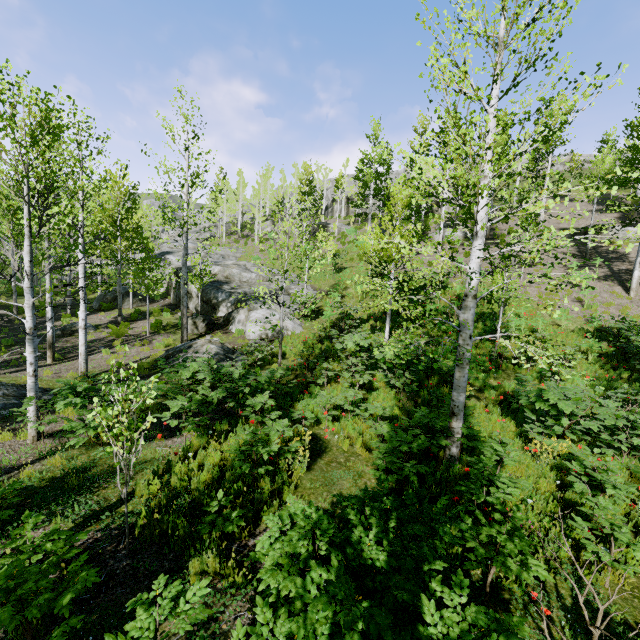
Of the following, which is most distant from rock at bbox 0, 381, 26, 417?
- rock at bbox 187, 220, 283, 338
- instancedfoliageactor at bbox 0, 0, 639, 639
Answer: rock at bbox 187, 220, 283, 338

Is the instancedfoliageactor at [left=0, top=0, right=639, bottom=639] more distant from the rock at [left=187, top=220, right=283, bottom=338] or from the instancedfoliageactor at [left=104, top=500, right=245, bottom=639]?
the instancedfoliageactor at [left=104, top=500, right=245, bottom=639]

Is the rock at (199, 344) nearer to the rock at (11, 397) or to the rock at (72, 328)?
the rock at (11, 397)

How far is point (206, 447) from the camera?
6.97m

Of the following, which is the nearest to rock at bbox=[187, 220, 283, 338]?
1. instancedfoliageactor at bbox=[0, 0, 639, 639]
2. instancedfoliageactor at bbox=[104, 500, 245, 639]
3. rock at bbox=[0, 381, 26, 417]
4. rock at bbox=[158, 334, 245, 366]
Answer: instancedfoliageactor at bbox=[104, 500, 245, 639]

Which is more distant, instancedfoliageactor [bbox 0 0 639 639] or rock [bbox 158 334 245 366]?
rock [bbox 158 334 245 366]

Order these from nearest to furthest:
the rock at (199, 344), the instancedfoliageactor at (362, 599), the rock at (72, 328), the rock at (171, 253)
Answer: the instancedfoliageactor at (362, 599)
the rock at (199, 344)
the rock at (72, 328)
the rock at (171, 253)

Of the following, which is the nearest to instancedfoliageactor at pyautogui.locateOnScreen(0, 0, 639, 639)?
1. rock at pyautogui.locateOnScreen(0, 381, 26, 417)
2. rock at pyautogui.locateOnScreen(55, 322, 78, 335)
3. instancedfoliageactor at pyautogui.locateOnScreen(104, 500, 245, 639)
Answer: rock at pyautogui.locateOnScreen(0, 381, 26, 417)
